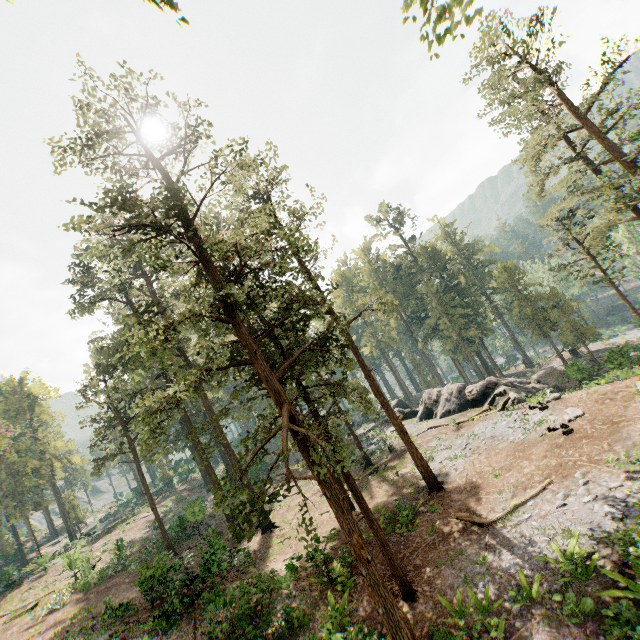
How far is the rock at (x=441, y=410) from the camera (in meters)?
28.13

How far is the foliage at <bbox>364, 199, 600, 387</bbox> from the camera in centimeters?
4028cm

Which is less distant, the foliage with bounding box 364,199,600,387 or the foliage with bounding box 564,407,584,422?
the foliage with bounding box 564,407,584,422

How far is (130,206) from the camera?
10.6m

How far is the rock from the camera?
28.1 meters

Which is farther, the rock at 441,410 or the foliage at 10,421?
the foliage at 10,421
